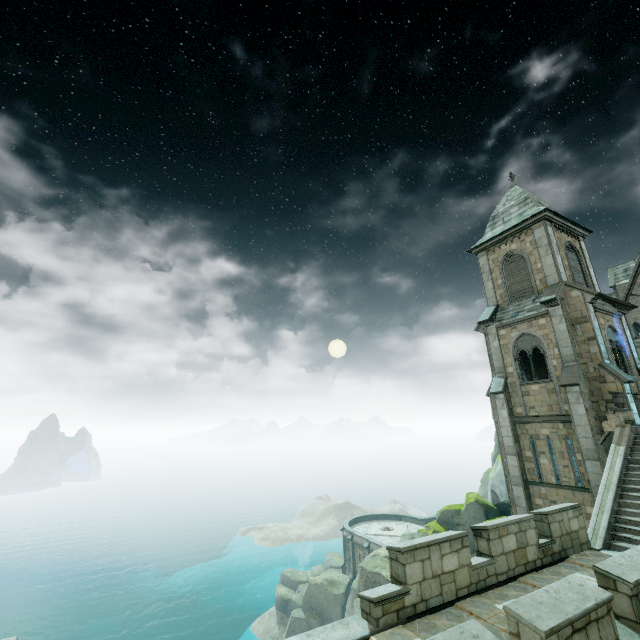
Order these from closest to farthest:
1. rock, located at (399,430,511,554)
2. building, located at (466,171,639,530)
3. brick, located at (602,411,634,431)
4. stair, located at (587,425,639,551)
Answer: stair, located at (587,425,639,551) → brick, located at (602,411,634,431) → building, located at (466,171,639,530) → rock, located at (399,430,511,554)

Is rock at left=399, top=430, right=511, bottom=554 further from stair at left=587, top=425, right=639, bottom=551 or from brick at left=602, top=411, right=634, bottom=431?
stair at left=587, top=425, right=639, bottom=551

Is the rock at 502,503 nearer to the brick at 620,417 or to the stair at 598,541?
the brick at 620,417

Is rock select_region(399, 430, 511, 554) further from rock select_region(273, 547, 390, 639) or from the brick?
rock select_region(273, 547, 390, 639)

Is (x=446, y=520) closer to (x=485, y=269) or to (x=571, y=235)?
(x=485, y=269)

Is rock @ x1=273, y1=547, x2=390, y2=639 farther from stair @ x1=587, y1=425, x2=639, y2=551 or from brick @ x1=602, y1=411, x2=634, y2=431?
brick @ x1=602, y1=411, x2=634, y2=431

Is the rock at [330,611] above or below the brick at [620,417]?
below
